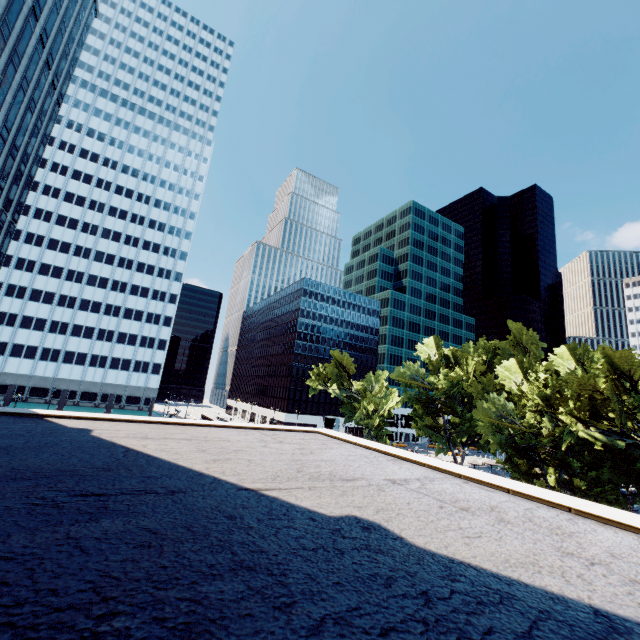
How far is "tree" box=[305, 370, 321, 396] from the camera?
59.06m

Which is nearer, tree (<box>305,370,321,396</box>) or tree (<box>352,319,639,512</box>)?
tree (<box>352,319,639,512</box>)

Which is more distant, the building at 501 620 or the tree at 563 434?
the tree at 563 434

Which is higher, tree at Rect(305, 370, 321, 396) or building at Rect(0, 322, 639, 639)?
tree at Rect(305, 370, 321, 396)

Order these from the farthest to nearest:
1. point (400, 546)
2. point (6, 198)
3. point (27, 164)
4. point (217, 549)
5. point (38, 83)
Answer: point (27, 164) → point (38, 83) → point (6, 198) → point (400, 546) → point (217, 549)

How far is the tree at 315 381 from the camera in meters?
59.1 m

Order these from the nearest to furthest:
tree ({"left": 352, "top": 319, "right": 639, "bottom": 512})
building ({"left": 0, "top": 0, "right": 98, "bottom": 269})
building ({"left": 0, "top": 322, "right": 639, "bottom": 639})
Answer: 1. building ({"left": 0, "top": 322, "right": 639, "bottom": 639})
2. tree ({"left": 352, "top": 319, "right": 639, "bottom": 512})
3. building ({"left": 0, "top": 0, "right": 98, "bottom": 269})
